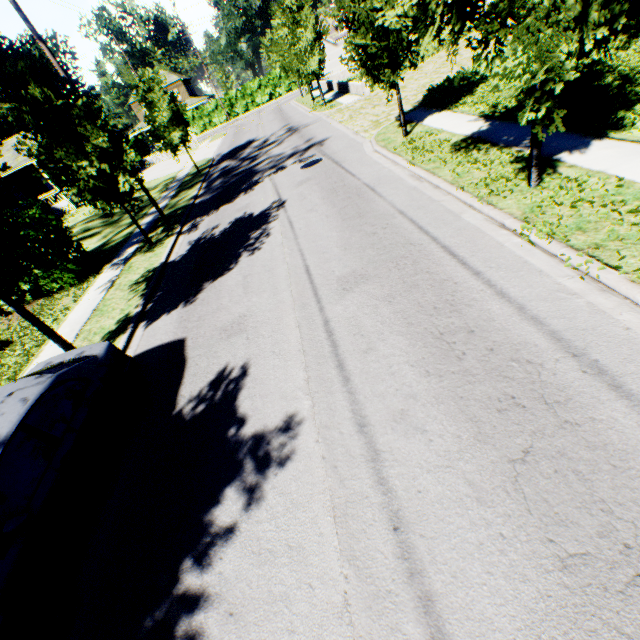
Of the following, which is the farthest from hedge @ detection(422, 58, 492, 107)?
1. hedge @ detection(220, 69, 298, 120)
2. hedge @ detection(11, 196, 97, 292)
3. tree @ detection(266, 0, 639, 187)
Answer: hedge @ detection(220, 69, 298, 120)

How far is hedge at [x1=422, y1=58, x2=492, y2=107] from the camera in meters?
13.6

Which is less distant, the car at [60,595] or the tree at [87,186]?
the car at [60,595]

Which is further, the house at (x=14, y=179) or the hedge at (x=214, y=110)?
the hedge at (x=214, y=110)

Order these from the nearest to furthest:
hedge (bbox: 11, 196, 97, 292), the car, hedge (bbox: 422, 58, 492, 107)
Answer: the car
hedge (bbox: 11, 196, 97, 292)
hedge (bbox: 422, 58, 492, 107)

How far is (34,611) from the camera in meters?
3.4 m

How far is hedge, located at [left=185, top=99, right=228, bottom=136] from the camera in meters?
49.6 m

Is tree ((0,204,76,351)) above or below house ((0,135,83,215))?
below
